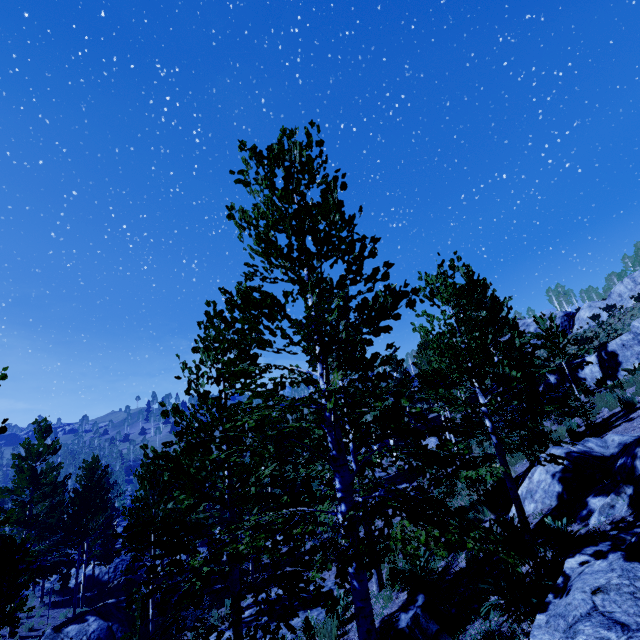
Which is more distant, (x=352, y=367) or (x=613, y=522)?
(x=613, y=522)

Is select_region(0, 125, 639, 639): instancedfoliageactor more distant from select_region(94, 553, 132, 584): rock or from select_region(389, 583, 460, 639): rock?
select_region(389, 583, 460, 639): rock

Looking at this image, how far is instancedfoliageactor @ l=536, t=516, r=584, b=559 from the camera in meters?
5.7

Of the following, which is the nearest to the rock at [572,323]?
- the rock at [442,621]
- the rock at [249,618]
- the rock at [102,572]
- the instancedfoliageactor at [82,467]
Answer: the instancedfoliageactor at [82,467]

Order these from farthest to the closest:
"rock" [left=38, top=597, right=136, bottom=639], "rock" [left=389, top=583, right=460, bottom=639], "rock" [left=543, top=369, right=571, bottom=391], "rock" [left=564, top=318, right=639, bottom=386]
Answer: "rock" [left=543, top=369, right=571, bottom=391] → "rock" [left=564, top=318, right=639, bottom=386] → "rock" [left=38, top=597, right=136, bottom=639] → "rock" [left=389, top=583, right=460, bottom=639]

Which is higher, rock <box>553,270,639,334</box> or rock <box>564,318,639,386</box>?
rock <box>553,270,639,334</box>

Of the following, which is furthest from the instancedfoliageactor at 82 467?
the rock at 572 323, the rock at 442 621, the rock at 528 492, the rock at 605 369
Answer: the rock at 572 323

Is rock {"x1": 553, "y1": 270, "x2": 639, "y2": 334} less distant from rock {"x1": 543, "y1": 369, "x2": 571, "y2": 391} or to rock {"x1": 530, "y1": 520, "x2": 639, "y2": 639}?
rock {"x1": 543, "y1": 369, "x2": 571, "y2": 391}
